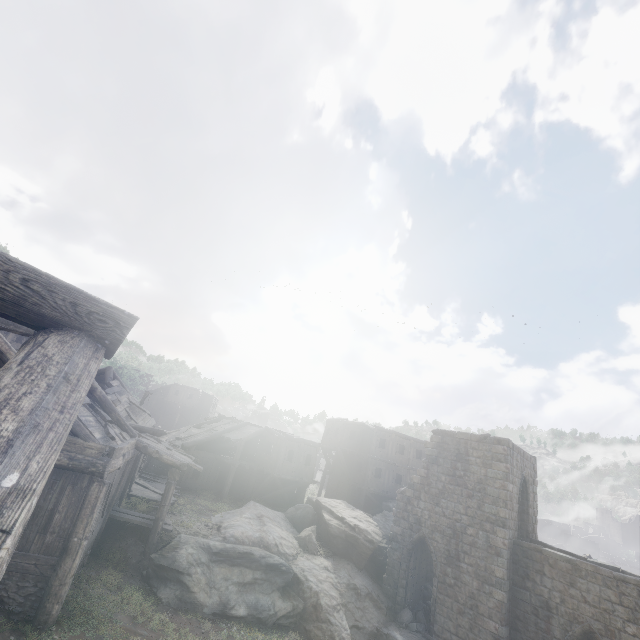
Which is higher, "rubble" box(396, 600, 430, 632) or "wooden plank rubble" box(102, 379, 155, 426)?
"wooden plank rubble" box(102, 379, 155, 426)

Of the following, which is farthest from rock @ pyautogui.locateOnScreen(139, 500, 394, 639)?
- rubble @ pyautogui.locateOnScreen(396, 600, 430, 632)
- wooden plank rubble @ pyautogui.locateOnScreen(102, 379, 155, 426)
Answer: wooden plank rubble @ pyautogui.locateOnScreen(102, 379, 155, 426)

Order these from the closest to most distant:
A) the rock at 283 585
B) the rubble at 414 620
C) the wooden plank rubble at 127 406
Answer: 1. the rock at 283 585
2. the rubble at 414 620
3. the wooden plank rubble at 127 406

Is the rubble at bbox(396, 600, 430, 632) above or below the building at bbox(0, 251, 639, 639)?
below

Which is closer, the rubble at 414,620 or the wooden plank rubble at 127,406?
the rubble at 414,620

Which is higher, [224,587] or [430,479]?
[430,479]

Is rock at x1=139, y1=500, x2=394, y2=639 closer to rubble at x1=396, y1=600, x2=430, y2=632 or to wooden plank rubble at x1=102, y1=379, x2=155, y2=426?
rubble at x1=396, y1=600, x2=430, y2=632

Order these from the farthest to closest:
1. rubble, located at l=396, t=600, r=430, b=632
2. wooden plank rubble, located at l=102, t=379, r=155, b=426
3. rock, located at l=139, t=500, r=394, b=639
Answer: wooden plank rubble, located at l=102, t=379, r=155, b=426
rubble, located at l=396, t=600, r=430, b=632
rock, located at l=139, t=500, r=394, b=639
